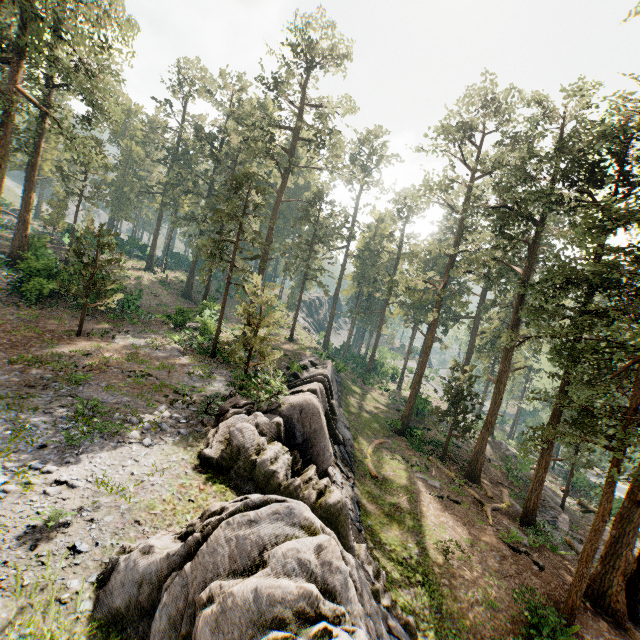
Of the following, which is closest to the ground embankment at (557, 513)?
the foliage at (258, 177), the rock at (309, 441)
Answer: the foliage at (258, 177)

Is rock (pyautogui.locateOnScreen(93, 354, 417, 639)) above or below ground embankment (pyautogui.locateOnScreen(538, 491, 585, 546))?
above

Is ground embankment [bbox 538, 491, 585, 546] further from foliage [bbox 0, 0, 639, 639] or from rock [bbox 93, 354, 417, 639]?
rock [bbox 93, 354, 417, 639]

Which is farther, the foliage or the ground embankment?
the ground embankment

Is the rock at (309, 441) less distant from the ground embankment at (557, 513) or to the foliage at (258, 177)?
the foliage at (258, 177)

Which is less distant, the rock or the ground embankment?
the rock

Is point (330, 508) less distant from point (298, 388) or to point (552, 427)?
point (298, 388)

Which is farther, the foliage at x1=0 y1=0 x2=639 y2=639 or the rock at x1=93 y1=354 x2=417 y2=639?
the foliage at x1=0 y1=0 x2=639 y2=639
